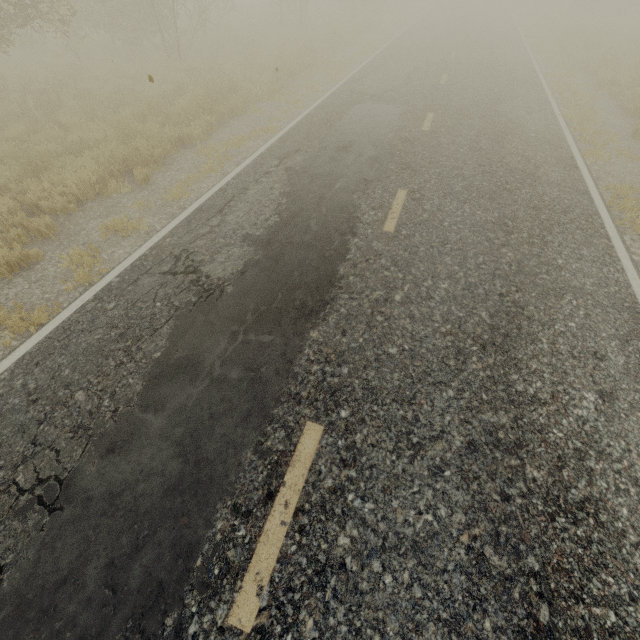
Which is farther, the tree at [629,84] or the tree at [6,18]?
the tree at [629,84]

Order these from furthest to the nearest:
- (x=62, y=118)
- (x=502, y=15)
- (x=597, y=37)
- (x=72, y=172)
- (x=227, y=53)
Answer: (x=502, y=15)
(x=597, y=37)
(x=227, y=53)
(x=62, y=118)
(x=72, y=172)

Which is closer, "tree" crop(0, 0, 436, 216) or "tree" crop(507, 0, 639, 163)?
"tree" crop(0, 0, 436, 216)
